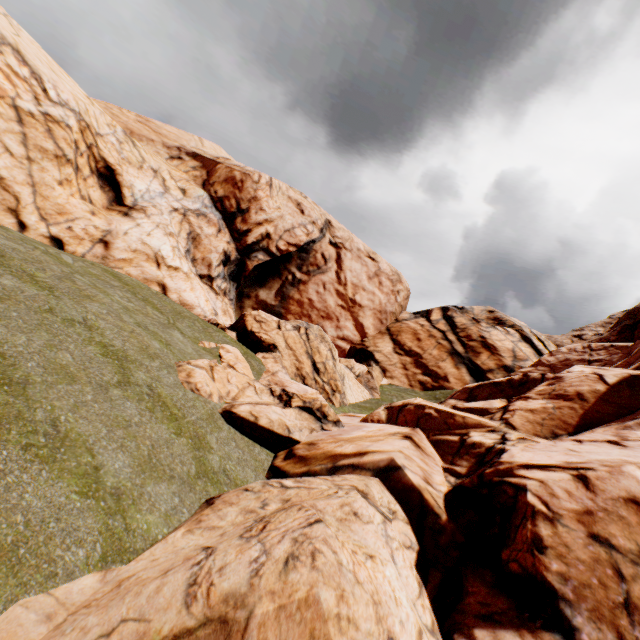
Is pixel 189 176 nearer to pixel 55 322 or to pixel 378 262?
pixel 378 262
